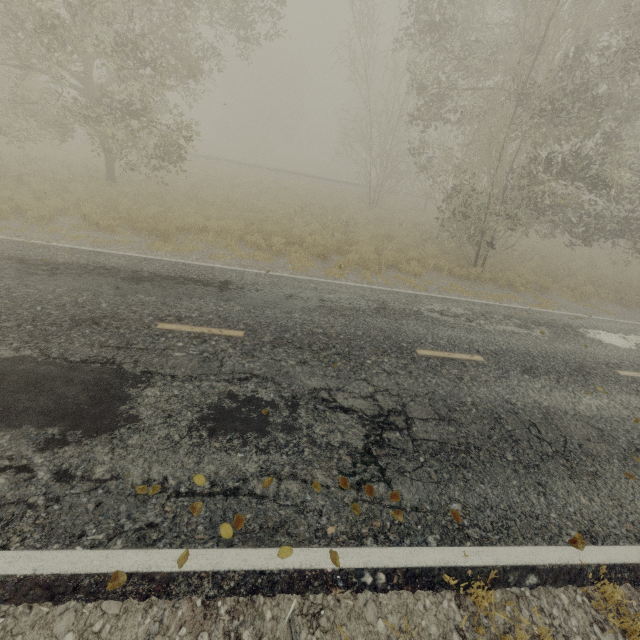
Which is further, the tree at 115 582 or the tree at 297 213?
the tree at 297 213

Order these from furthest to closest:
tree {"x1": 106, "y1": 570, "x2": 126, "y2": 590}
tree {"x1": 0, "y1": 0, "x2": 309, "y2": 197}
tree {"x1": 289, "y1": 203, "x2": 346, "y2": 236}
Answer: tree {"x1": 289, "y1": 203, "x2": 346, "y2": 236}, tree {"x1": 0, "y1": 0, "x2": 309, "y2": 197}, tree {"x1": 106, "y1": 570, "x2": 126, "y2": 590}

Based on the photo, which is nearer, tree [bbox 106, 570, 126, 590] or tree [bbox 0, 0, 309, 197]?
tree [bbox 106, 570, 126, 590]

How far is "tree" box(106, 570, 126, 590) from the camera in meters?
2.6 m

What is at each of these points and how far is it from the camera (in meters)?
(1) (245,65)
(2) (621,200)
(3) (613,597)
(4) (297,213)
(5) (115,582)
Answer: (1) tree, 50.66
(2) tree, 15.12
(3) tree, 3.25
(4) tree, 15.38
(5) tree, 2.67

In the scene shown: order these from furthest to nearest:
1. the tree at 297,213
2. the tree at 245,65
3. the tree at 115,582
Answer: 1. the tree at 297,213
2. the tree at 245,65
3. the tree at 115,582
